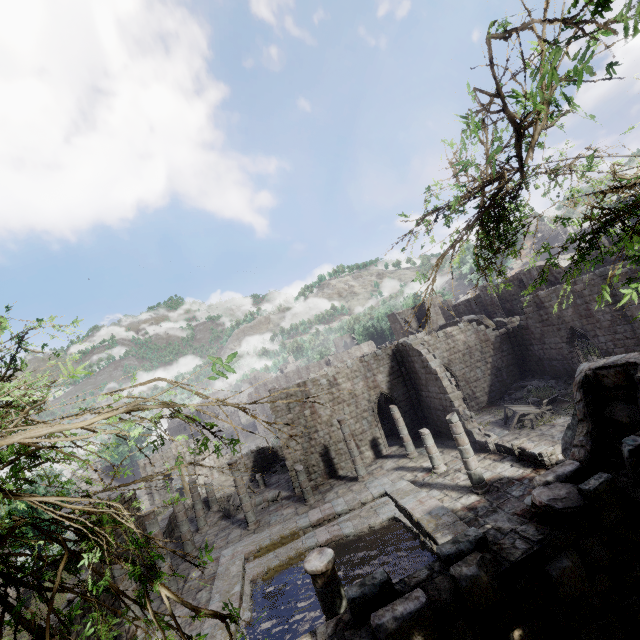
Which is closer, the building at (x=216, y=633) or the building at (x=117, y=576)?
the building at (x=216, y=633)

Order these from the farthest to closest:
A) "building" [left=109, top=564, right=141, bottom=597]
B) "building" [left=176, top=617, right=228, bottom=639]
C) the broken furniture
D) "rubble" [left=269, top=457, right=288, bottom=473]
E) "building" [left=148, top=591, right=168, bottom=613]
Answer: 1. "rubble" [left=269, top=457, right=288, bottom=473]
2. the broken furniture
3. "building" [left=148, top=591, right=168, bottom=613]
4. "building" [left=109, top=564, right=141, bottom=597]
5. "building" [left=176, top=617, right=228, bottom=639]

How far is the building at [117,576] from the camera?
11.09m

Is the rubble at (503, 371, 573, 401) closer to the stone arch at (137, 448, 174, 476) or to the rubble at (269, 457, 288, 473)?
the rubble at (269, 457, 288, 473)

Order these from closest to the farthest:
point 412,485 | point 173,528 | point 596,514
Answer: point 596,514
point 412,485
point 173,528

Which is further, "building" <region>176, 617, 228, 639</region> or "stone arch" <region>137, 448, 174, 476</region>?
"stone arch" <region>137, 448, 174, 476</region>

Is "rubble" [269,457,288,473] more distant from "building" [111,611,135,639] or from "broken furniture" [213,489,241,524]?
"broken furniture" [213,489,241,524]

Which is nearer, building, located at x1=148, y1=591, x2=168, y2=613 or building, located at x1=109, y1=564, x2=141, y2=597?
building, located at x1=109, y1=564, x2=141, y2=597
